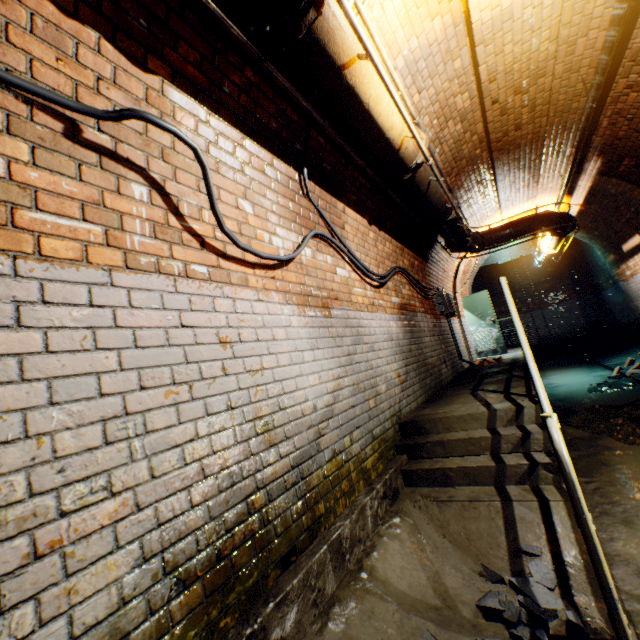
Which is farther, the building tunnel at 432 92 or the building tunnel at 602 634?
the building tunnel at 432 92

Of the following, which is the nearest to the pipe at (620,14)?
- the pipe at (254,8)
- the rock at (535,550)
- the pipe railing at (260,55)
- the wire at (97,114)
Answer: the pipe railing at (260,55)

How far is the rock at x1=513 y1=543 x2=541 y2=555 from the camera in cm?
204

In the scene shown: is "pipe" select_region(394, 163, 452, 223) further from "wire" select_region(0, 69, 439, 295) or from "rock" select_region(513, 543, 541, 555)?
"rock" select_region(513, 543, 541, 555)

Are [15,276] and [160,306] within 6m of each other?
yes

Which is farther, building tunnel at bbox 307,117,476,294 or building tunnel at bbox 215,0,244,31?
building tunnel at bbox 307,117,476,294

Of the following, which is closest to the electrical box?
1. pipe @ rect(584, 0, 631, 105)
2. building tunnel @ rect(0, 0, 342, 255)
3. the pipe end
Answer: building tunnel @ rect(0, 0, 342, 255)

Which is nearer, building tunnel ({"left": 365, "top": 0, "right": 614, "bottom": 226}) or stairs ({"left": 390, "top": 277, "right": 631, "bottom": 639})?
stairs ({"left": 390, "top": 277, "right": 631, "bottom": 639})
